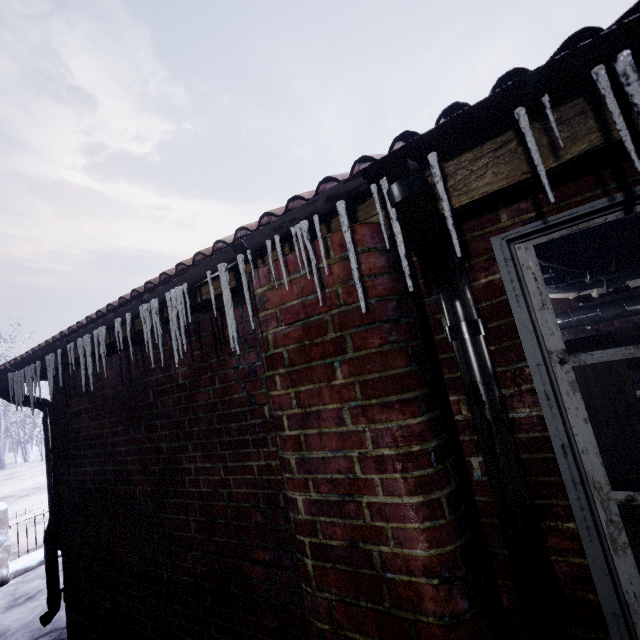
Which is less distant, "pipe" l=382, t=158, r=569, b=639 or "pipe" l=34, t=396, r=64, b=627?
"pipe" l=382, t=158, r=569, b=639

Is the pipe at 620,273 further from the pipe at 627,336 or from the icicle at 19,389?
the icicle at 19,389

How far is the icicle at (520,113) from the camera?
0.7m

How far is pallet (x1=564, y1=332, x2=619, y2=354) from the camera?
1.0 meters

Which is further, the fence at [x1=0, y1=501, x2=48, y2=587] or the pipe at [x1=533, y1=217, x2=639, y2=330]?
the fence at [x1=0, y1=501, x2=48, y2=587]

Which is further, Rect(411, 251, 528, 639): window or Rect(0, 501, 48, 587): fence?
Rect(0, 501, 48, 587): fence

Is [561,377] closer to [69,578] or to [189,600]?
[189,600]

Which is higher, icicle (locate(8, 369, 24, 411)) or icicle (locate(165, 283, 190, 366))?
icicle (locate(165, 283, 190, 366))
